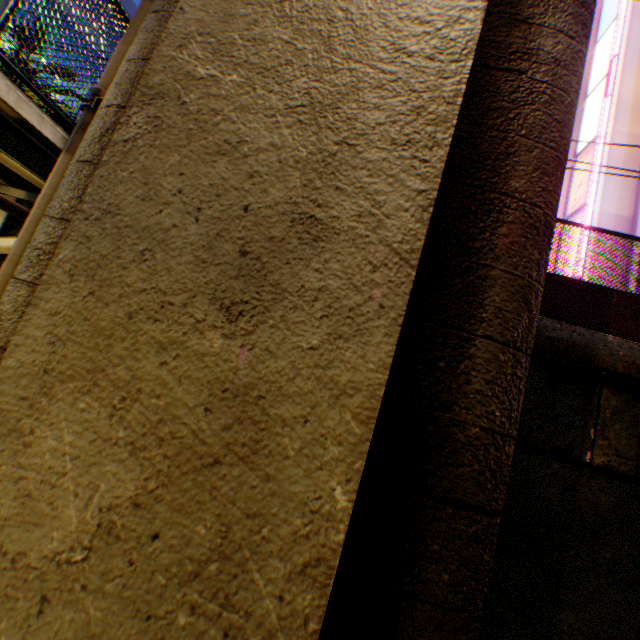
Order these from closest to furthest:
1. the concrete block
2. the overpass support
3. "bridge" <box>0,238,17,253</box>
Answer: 1. the overpass support
2. "bridge" <box>0,238,17,253</box>
3. the concrete block

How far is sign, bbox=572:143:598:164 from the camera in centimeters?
1403cm

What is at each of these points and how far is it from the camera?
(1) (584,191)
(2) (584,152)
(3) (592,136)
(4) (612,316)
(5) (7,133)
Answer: (1) sign, 13.9m
(2) sign, 14.8m
(3) sign, 14.5m
(4) concrete block, 4.0m
(5) bridge, 2.4m

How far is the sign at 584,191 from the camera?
13.62m

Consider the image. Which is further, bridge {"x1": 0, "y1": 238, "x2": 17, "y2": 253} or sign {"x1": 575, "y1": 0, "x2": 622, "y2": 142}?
sign {"x1": 575, "y1": 0, "x2": 622, "y2": 142}

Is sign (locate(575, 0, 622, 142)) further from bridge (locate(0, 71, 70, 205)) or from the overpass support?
bridge (locate(0, 71, 70, 205))

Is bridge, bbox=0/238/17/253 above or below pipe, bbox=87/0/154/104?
below
